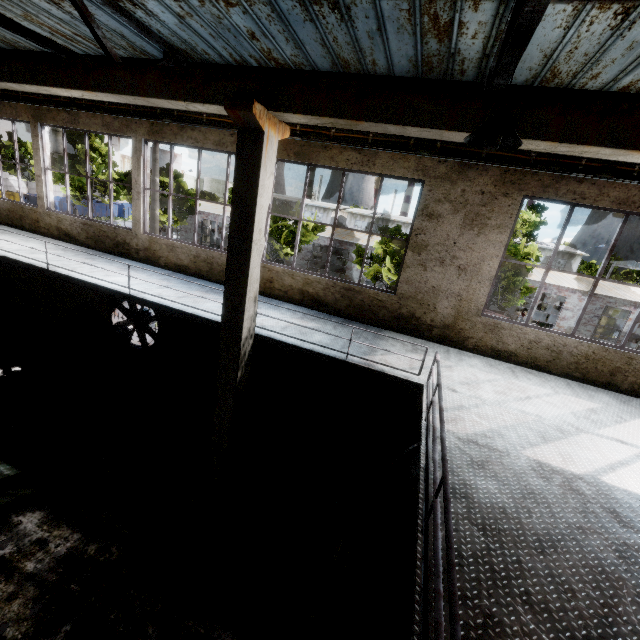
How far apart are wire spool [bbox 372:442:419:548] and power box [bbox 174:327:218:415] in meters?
5.3 m

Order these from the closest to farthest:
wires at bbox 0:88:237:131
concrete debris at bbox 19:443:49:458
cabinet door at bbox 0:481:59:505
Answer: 1. cabinet door at bbox 0:481:59:505
2. concrete debris at bbox 19:443:49:458
3. wires at bbox 0:88:237:131

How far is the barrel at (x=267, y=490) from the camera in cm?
725

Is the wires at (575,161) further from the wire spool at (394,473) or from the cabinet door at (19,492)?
the cabinet door at (19,492)

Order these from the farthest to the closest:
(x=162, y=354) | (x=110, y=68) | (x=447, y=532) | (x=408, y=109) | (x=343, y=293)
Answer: (x=162, y=354) < (x=343, y=293) < (x=110, y=68) < (x=408, y=109) < (x=447, y=532)

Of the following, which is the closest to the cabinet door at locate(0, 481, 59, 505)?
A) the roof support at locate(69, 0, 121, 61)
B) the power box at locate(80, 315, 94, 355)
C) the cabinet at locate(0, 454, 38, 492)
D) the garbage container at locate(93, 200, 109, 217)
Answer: the cabinet at locate(0, 454, 38, 492)

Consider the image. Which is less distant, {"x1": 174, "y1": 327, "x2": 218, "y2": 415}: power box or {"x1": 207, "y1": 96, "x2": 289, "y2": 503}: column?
{"x1": 207, "y1": 96, "x2": 289, "y2": 503}: column

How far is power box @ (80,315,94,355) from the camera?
11.4m
